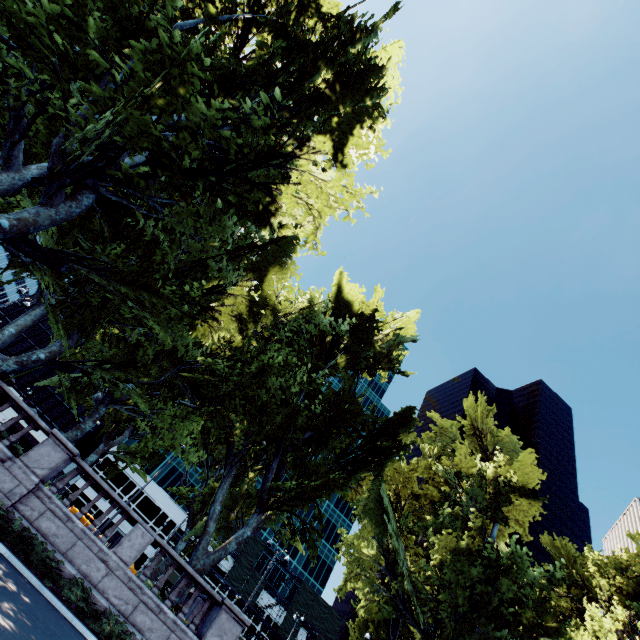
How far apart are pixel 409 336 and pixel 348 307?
8.1m

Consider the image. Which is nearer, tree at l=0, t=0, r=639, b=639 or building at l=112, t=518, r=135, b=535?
tree at l=0, t=0, r=639, b=639

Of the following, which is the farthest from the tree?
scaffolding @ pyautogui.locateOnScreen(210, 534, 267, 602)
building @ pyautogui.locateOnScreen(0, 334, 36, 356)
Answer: building @ pyautogui.locateOnScreen(0, 334, 36, 356)

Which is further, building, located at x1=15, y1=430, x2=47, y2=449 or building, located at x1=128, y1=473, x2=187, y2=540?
building, located at x1=128, y1=473, x2=187, y2=540

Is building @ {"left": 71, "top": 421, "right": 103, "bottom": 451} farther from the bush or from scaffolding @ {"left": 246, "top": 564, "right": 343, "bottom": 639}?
the bush

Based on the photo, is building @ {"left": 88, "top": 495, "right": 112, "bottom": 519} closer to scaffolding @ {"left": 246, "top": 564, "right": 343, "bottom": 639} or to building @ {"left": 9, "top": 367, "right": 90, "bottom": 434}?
scaffolding @ {"left": 246, "top": 564, "right": 343, "bottom": 639}

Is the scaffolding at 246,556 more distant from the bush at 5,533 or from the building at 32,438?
the bush at 5,533

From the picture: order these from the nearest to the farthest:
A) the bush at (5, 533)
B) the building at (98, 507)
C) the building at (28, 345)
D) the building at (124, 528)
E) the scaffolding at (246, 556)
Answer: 1. the bush at (5, 533)
2. the building at (124, 528)
3. the building at (98, 507)
4. the scaffolding at (246, 556)
5. the building at (28, 345)
